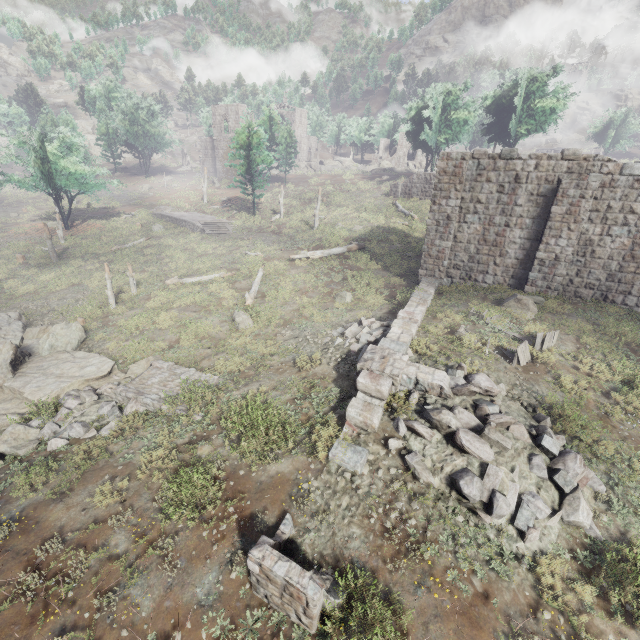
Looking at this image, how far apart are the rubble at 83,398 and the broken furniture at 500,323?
13.54m

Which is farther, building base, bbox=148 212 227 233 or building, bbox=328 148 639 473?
building base, bbox=148 212 227 233

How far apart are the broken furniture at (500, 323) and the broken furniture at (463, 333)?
0.9m

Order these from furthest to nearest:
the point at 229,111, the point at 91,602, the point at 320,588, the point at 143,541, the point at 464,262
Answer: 1. the point at 229,111
2. the point at 464,262
3. the point at 143,541
4. the point at 91,602
5. the point at 320,588

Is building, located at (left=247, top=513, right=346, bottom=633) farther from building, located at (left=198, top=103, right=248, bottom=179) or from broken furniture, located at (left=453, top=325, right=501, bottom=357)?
building, located at (left=198, top=103, right=248, bottom=179)

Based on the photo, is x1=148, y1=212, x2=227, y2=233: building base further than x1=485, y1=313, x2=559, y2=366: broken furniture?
Yes

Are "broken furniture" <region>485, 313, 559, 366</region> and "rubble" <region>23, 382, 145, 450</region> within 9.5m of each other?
no

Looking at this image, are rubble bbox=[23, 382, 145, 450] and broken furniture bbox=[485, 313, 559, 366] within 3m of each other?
no
